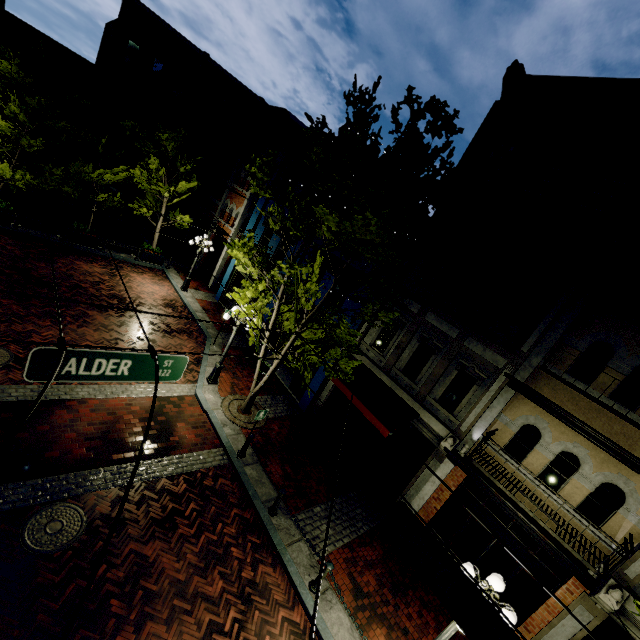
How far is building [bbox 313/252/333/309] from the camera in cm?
1448

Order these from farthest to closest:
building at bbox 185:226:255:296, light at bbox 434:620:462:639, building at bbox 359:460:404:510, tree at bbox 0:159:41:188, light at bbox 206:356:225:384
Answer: building at bbox 185:226:255:296, tree at bbox 0:159:41:188, light at bbox 206:356:225:384, building at bbox 359:460:404:510, light at bbox 434:620:462:639

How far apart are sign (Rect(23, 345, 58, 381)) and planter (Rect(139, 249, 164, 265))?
18.18m

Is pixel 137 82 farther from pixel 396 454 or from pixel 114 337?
pixel 396 454

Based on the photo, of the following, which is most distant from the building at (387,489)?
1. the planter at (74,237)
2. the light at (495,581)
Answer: the planter at (74,237)

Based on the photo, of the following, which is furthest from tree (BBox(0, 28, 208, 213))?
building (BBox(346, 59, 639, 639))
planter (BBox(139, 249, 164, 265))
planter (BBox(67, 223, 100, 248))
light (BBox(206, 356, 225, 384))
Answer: planter (BBox(139, 249, 164, 265))

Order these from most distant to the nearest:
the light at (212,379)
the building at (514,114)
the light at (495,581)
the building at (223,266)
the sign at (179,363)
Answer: the building at (223,266) < the light at (212,379) < the building at (514,114) < the light at (495,581) < the sign at (179,363)

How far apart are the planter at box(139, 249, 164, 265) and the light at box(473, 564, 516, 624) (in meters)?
20.98
